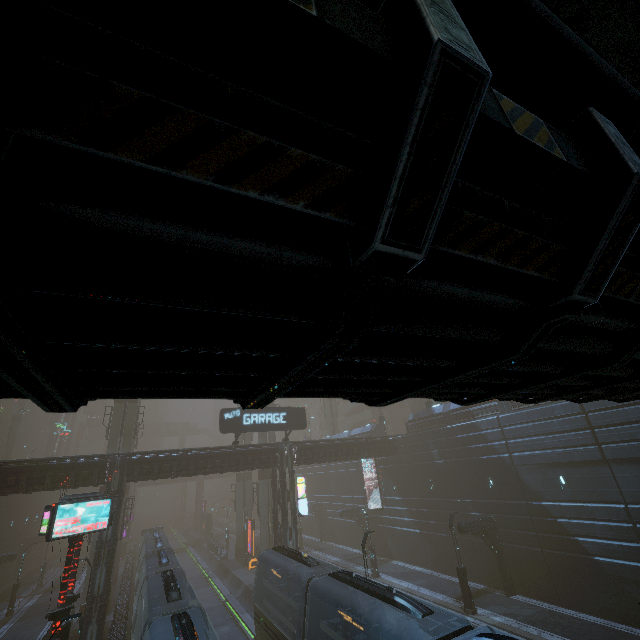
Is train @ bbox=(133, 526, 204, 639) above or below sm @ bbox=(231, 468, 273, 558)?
below

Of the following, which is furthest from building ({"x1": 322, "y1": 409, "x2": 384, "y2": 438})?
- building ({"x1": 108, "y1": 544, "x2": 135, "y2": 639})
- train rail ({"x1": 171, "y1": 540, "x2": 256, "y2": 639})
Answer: building ({"x1": 108, "y1": 544, "x2": 135, "y2": 639})

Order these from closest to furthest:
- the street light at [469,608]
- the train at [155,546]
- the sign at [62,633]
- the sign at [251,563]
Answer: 1. the train at [155,546]
2. the sign at [62,633]
3. the street light at [469,608]
4. the sign at [251,563]

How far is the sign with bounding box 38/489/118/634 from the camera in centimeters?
1452cm

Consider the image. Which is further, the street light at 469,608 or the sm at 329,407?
the sm at 329,407

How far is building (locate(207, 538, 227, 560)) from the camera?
42.34m

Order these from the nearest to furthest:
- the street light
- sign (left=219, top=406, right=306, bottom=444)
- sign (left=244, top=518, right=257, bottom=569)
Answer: the street light < sign (left=219, top=406, right=306, bottom=444) < sign (left=244, top=518, right=257, bottom=569)

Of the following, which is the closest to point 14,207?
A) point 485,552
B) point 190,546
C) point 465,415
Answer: point 465,415
